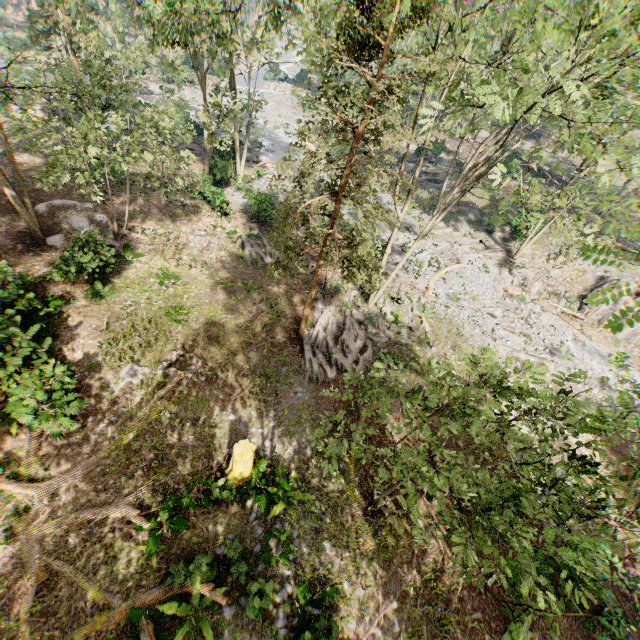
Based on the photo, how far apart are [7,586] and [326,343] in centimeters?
1435cm

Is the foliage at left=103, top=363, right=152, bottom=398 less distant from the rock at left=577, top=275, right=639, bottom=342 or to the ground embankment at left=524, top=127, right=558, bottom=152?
the rock at left=577, top=275, right=639, bottom=342

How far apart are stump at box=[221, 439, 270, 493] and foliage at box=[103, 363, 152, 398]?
5.18m

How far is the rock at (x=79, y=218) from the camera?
19.3 meters

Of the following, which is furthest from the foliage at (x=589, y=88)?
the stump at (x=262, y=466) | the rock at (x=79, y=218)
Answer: the stump at (x=262, y=466)

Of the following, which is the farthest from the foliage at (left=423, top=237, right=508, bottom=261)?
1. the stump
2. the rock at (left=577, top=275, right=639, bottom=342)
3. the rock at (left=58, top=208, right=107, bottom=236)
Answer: the stump

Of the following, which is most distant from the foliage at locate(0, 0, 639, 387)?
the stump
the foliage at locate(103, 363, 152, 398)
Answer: the foliage at locate(103, 363, 152, 398)

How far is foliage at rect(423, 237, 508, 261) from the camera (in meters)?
29.72
